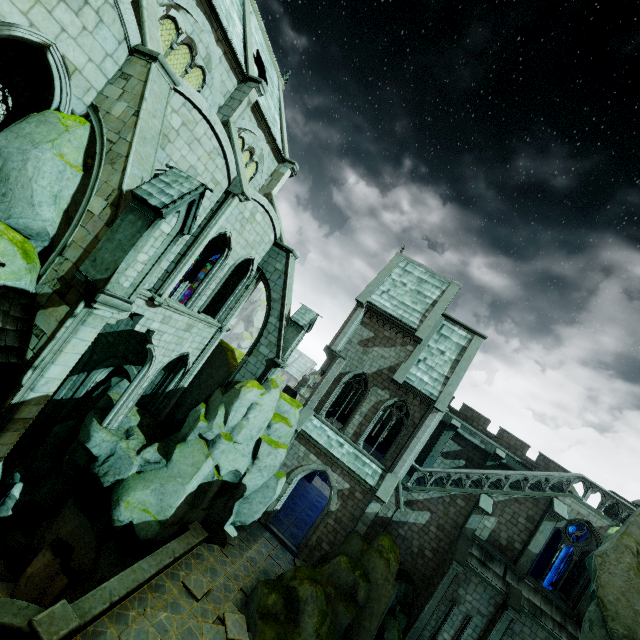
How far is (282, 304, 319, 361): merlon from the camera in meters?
18.7

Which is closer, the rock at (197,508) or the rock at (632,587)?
the rock at (632,587)

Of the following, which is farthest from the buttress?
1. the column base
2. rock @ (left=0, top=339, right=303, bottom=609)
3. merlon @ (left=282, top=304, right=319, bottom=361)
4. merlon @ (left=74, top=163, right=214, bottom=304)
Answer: merlon @ (left=282, top=304, right=319, bottom=361)

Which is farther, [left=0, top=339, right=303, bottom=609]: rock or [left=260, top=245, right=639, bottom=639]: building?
[left=260, top=245, right=639, bottom=639]: building

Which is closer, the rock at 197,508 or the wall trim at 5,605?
the wall trim at 5,605

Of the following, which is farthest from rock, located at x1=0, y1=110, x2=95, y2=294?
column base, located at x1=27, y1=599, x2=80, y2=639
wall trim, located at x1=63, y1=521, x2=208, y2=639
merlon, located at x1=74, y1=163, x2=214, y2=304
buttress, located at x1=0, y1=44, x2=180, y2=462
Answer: column base, located at x1=27, y1=599, x2=80, y2=639

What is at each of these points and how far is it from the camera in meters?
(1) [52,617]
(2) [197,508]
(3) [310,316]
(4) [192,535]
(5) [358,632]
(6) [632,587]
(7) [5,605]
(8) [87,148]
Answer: (1) column base, 9.0
(2) rock, 16.1
(3) merlon, 19.0
(4) wall trim, 15.2
(5) rock, 15.4
(6) rock, 8.8
(7) wall trim, 8.8
(8) rock, 8.9

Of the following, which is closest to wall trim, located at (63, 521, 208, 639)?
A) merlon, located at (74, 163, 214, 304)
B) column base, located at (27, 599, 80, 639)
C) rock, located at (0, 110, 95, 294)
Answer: column base, located at (27, 599, 80, 639)
